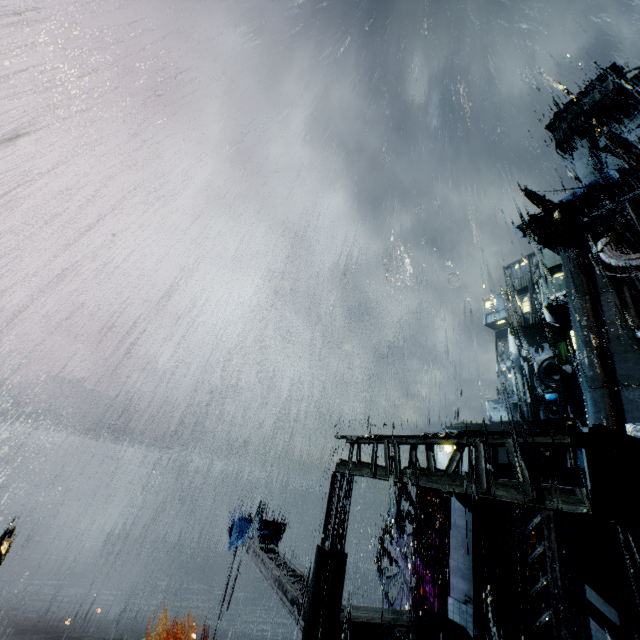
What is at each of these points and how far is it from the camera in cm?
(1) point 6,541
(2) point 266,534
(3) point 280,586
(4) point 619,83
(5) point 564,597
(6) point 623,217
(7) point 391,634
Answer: (1) street light, 1504
(2) cloth, 1906
(3) beam, 1378
(4) building, 3978
(5) building, 526
(6) building, 3197
(7) trash can, 1074

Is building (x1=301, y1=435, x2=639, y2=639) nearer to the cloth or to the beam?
the beam

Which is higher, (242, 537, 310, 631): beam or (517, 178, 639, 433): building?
(517, 178, 639, 433): building

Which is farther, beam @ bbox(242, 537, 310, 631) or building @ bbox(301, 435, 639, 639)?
beam @ bbox(242, 537, 310, 631)

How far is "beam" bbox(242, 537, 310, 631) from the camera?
12.0 meters

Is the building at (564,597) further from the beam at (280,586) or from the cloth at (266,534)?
the cloth at (266,534)

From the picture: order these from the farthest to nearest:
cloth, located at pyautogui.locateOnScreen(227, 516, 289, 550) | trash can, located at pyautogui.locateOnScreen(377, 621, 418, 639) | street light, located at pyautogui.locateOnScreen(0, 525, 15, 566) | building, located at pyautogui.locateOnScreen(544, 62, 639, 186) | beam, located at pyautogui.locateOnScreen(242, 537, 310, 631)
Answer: building, located at pyautogui.locateOnScreen(544, 62, 639, 186)
cloth, located at pyautogui.locateOnScreen(227, 516, 289, 550)
street light, located at pyautogui.locateOnScreen(0, 525, 15, 566)
beam, located at pyautogui.locateOnScreen(242, 537, 310, 631)
trash can, located at pyautogui.locateOnScreen(377, 621, 418, 639)

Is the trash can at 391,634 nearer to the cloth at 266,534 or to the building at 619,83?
the building at 619,83
